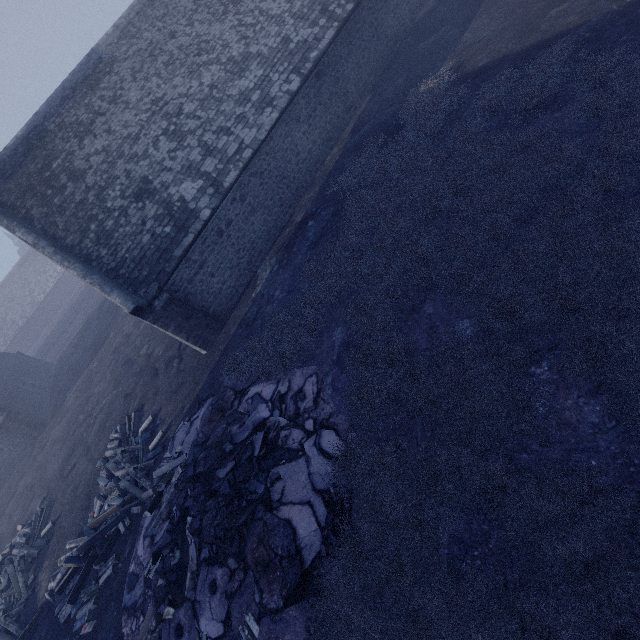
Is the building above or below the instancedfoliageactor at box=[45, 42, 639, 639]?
above

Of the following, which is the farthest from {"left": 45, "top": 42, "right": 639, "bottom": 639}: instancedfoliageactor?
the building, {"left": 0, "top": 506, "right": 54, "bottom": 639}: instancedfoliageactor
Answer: {"left": 0, "top": 506, "right": 54, "bottom": 639}: instancedfoliageactor

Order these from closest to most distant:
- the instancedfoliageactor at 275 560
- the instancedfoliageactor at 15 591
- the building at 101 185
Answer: the instancedfoliageactor at 275 560, the instancedfoliageactor at 15 591, the building at 101 185

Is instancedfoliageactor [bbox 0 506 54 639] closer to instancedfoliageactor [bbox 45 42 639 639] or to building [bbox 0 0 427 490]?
instancedfoliageactor [bbox 45 42 639 639]

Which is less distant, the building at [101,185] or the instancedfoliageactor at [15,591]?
the instancedfoliageactor at [15,591]

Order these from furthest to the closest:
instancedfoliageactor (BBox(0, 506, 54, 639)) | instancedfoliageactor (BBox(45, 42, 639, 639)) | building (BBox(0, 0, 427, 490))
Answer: building (BBox(0, 0, 427, 490)) → instancedfoliageactor (BBox(0, 506, 54, 639)) → instancedfoliageactor (BBox(45, 42, 639, 639))

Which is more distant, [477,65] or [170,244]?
[170,244]
